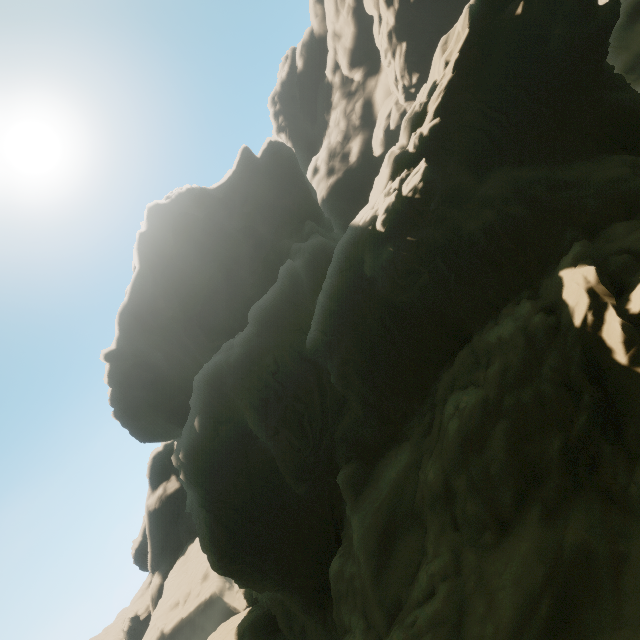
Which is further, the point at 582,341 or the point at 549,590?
the point at 582,341
